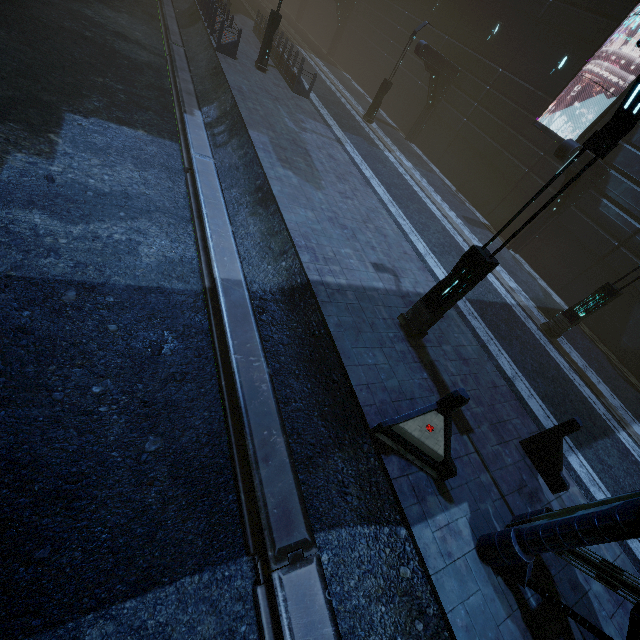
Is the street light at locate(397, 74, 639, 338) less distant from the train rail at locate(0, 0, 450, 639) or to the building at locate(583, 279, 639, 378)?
the train rail at locate(0, 0, 450, 639)

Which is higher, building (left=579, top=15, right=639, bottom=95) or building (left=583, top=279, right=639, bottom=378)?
building (left=579, top=15, right=639, bottom=95)

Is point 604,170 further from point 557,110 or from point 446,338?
point 446,338

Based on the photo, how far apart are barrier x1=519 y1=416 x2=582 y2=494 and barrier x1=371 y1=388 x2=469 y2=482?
2.7m

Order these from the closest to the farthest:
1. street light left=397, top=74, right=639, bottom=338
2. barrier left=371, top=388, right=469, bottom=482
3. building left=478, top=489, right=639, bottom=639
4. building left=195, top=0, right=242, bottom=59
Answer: building left=478, top=489, right=639, bottom=639, street light left=397, top=74, right=639, bottom=338, barrier left=371, top=388, right=469, bottom=482, building left=195, top=0, right=242, bottom=59

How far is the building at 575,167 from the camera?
13.13m

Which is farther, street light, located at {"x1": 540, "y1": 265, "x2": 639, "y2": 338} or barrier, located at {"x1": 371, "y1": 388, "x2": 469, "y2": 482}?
street light, located at {"x1": 540, "y1": 265, "x2": 639, "y2": 338}

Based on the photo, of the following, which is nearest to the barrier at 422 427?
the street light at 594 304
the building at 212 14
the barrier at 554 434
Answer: the building at 212 14
